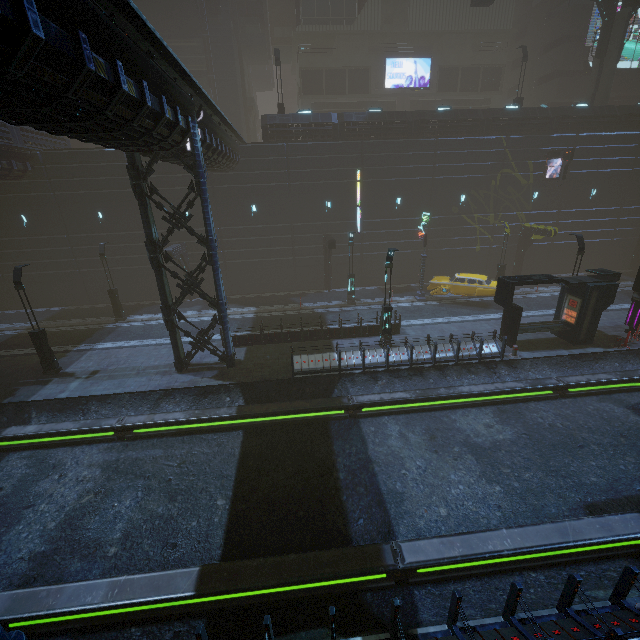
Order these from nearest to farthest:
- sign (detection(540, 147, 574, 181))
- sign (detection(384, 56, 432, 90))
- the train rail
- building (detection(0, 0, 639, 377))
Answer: building (detection(0, 0, 639, 377))
the train rail
sign (detection(540, 147, 574, 181))
sign (detection(384, 56, 432, 90))

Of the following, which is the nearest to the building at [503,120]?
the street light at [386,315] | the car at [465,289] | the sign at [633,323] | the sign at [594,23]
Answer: the sign at [594,23]

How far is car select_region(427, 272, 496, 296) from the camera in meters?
23.0 m

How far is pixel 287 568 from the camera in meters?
8.1

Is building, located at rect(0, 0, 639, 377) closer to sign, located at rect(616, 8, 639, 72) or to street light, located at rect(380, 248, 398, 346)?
sign, located at rect(616, 8, 639, 72)

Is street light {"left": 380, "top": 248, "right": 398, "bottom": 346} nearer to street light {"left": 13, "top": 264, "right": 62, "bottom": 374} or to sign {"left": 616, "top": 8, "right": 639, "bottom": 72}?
street light {"left": 13, "top": 264, "right": 62, "bottom": 374}

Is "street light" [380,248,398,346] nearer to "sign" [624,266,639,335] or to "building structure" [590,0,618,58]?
"sign" [624,266,639,335]

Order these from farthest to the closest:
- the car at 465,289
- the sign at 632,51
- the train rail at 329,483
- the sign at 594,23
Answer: the sign at 632,51 → the sign at 594,23 → the car at 465,289 → the train rail at 329,483
